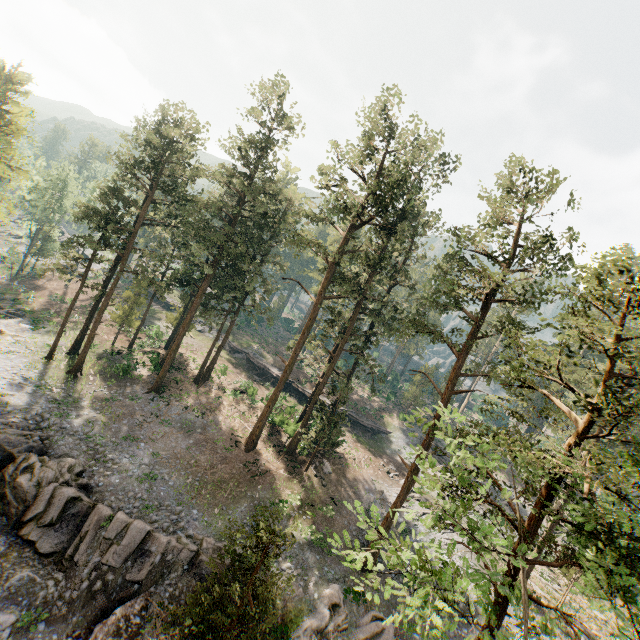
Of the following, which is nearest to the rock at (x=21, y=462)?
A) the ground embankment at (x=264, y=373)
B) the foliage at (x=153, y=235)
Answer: the foliage at (x=153, y=235)

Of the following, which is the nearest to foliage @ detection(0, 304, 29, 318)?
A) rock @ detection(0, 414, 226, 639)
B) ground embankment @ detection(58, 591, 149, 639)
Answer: ground embankment @ detection(58, 591, 149, 639)

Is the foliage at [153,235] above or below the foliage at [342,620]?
above

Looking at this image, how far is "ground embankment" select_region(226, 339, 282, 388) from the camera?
45.8m

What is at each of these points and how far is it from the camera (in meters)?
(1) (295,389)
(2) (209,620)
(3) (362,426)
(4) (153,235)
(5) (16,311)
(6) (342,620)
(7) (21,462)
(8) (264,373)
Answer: (1) ground embankment, 45.59
(2) foliage, 14.88
(3) ground embankment, 45.34
(4) foliage, 37.34
(5) foliage, 38.69
(6) foliage, 20.23
(7) rock, 19.27
(8) ground embankment, 46.59

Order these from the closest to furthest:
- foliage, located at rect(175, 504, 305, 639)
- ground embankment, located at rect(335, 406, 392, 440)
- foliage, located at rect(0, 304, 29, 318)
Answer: foliage, located at rect(175, 504, 305, 639) < foliage, located at rect(0, 304, 29, 318) < ground embankment, located at rect(335, 406, 392, 440)

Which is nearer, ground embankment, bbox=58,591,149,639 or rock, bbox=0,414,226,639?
ground embankment, bbox=58,591,149,639
